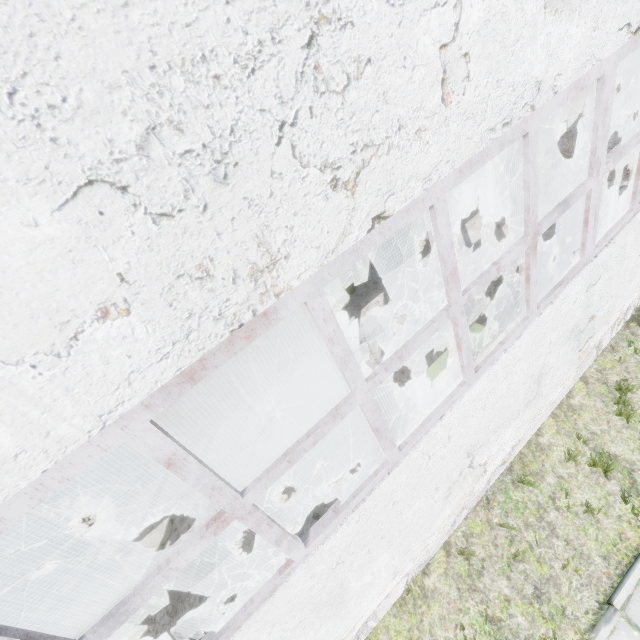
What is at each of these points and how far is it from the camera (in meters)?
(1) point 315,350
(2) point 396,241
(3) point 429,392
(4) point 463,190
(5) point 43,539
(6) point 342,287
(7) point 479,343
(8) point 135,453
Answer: (1) boiler tank, 8.99
(2) fan motor, 11.95
(3) power box, 4.12
(4) fan motor, 13.02
(5) boiler tank, 6.69
(6) power box, 10.75
(7) power box, 4.38
(8) power box, 8.73

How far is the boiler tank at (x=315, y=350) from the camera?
8.6 meters

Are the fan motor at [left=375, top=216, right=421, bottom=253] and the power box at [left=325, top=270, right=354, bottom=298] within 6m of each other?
yes

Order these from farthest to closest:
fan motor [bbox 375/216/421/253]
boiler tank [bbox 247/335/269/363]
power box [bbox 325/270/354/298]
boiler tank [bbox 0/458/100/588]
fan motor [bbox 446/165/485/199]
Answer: fan motor [bbox 446/165/485/199]
fan motor [bbox 375/216/421/253]
power box [bbox 325/270/354/298]
boiler tank [bbox 247/335/269/363]
boiler tank [bbox 0/458/100/588]

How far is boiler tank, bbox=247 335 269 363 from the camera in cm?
962

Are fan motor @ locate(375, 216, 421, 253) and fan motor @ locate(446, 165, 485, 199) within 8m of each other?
yes

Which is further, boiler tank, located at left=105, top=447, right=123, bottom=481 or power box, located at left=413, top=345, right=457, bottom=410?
boiler tank, located at left=105, top=447, right=123, bottom=481

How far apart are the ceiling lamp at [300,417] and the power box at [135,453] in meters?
4.2 m
